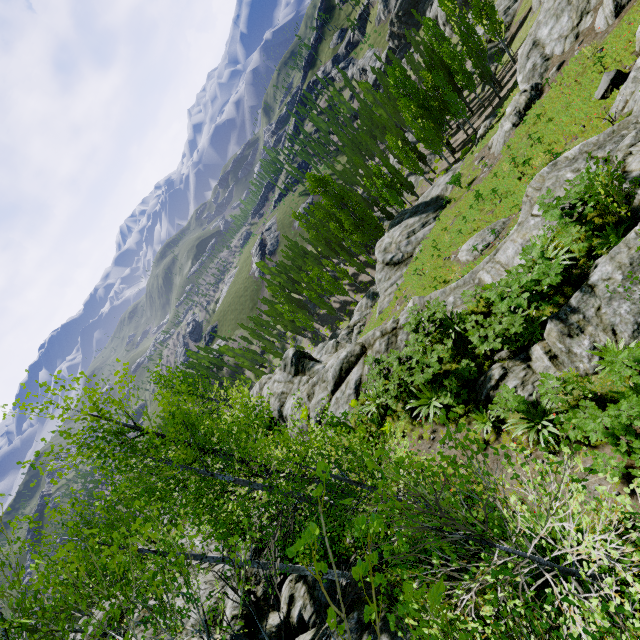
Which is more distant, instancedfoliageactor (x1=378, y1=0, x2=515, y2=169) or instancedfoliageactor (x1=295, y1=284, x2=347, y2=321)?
instancedfoliageactor (x1=295, y1=284, x2=347, y2=321)

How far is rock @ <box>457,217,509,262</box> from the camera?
17.8 meters

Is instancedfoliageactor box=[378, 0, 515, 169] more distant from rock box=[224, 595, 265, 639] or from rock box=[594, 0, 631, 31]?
rock box=[594, 0, 631, 31]

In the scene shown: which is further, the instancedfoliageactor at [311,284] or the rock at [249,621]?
the instancedfoliageactor at [311,284]

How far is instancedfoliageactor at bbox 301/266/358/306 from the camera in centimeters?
4803cm

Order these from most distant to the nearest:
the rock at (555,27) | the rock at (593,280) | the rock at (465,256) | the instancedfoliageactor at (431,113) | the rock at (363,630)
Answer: the instancedfoliageactor at (431,113) → the rock at (555,27) → the rock at (465,256) → the rock at (363,630) → the rock at (593,280)

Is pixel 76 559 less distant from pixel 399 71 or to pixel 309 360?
pixel 309 360

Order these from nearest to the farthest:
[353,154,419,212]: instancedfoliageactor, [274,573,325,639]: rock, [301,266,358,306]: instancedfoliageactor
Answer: [274,573,325,639]: rock, [353,154,419,212]: instancedfoliageactor, [301,266,358,306]: instancedfoliageactor
